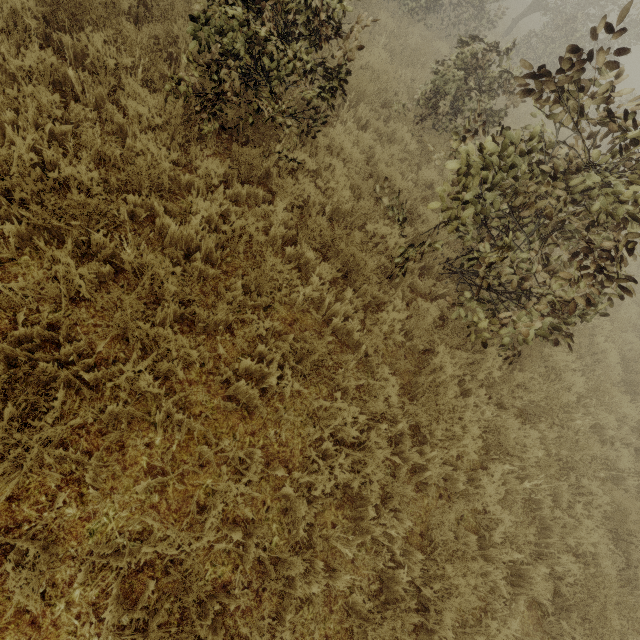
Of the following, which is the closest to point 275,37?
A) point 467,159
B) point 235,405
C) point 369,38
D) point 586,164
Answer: point 467,159
